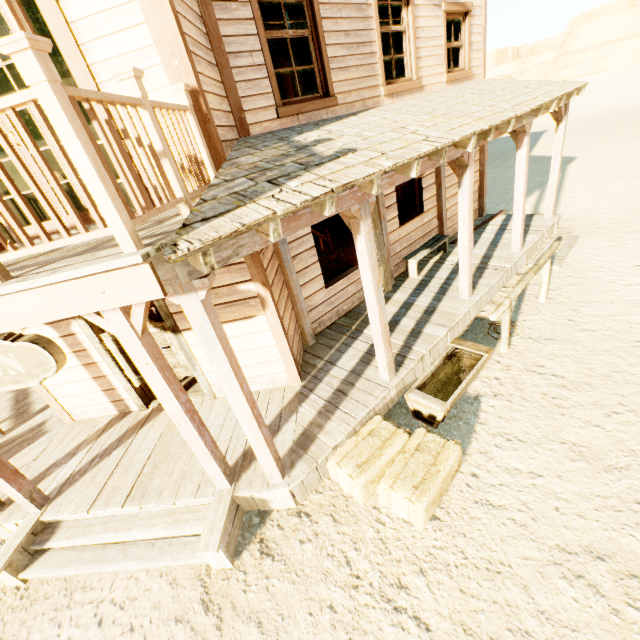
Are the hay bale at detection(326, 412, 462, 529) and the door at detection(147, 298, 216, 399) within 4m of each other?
yes

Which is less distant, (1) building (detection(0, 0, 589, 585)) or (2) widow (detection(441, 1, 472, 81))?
(1) building (detection(0, 0, 589, 585))

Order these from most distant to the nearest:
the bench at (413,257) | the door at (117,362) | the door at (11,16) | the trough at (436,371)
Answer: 1. the bench at (413,257)
2. the door at (117,362)
3. the trough at (436,371)
4. the door at (11,16)

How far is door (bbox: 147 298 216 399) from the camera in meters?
4.6

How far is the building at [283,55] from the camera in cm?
1018

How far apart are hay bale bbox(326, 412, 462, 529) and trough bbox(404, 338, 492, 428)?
0.2m

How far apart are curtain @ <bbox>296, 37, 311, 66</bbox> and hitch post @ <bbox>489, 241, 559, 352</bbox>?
4.5 meters

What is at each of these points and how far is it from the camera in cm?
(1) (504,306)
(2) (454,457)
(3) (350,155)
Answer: (1) hitch post, 476
(2) hay bale, 360
(3) building, 358
